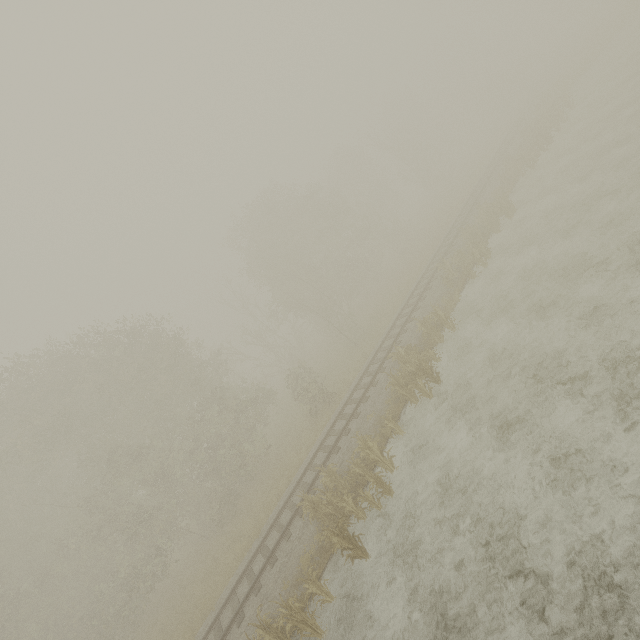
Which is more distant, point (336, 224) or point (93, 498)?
point (336, 224)

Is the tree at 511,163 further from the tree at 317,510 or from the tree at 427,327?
the tree at 317,510

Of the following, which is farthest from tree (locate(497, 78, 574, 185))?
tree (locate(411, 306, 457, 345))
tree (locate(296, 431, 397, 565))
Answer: tree (locate(296, 431, 397, 565))

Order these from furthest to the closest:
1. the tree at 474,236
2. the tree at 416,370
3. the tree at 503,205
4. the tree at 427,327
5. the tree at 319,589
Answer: the tree at 503,205
the tree at 474,236
the tree at 427,327
the tree at 416,370
the tree at 319,589

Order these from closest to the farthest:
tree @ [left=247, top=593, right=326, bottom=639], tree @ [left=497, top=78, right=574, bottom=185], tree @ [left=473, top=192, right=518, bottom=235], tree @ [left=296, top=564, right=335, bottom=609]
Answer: tree @ [left=247, top=593, right=326, bottom=639] → tree @ [left=296, top=564, right=335, bottom=609] → tree @ [left=473, top=192, right=518, bottom=235] → tree @ [left=497, top=78, right=574, bottom=185]

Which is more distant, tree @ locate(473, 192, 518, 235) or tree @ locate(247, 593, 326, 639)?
tree @ locate(473, 192, 518, 235)

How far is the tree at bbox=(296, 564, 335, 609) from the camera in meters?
9.6

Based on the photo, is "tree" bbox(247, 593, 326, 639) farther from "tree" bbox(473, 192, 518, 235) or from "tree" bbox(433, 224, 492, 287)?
"tree" bbox(473, 192, 518, 235)
